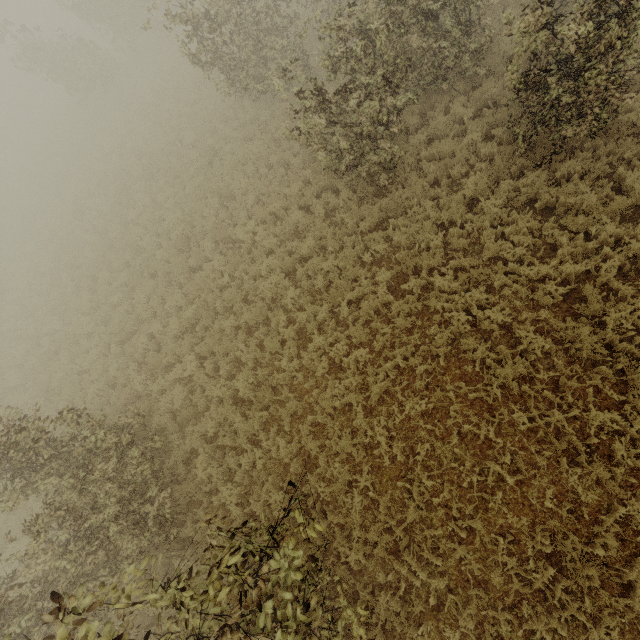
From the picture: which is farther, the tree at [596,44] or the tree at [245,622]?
the tree at [596,44]

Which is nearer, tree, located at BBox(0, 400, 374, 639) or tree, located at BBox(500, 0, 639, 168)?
tree, located at BBox(0, 400, 374, 639)

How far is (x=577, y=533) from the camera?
5.62m
